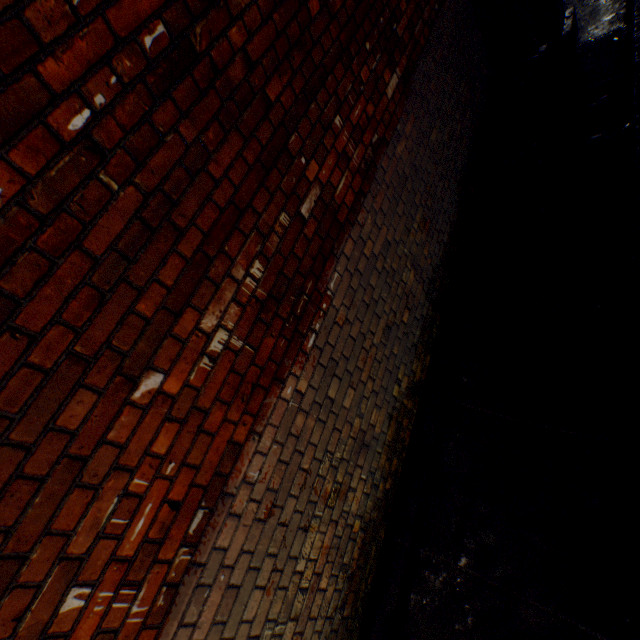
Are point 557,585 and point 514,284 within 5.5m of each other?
yes
